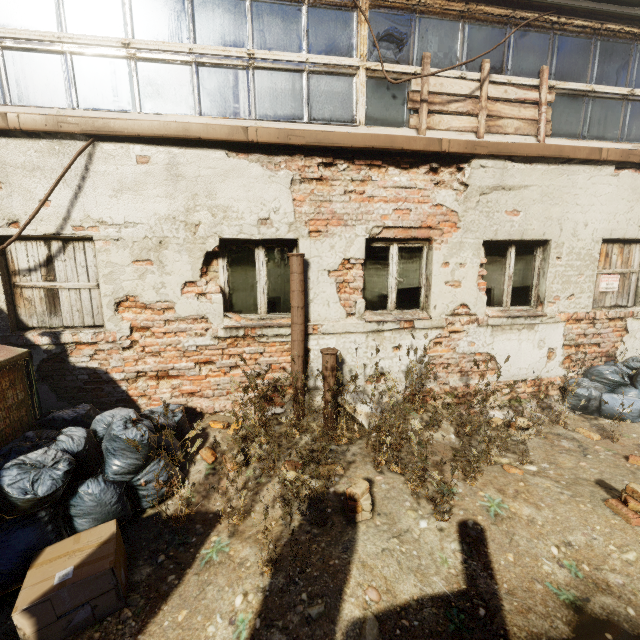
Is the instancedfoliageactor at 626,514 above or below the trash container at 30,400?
below

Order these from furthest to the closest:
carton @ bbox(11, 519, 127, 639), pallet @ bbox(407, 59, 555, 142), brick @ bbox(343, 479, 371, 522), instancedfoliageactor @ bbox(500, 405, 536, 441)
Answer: pallet @ bbox(407, 59, 555, 142)
instancedfoliageactor @ bbox(500, 405, 536, 441)
brick @ bbox(343, 479, 371, 522)
carton @ bbox(11, 519, 127, 639)

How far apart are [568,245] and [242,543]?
5.9m

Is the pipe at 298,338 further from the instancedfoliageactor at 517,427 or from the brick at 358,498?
the instancedfoliageactor at 517,427

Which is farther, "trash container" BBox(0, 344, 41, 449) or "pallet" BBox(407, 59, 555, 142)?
"pallet" BBox(407, 59, 555, 142)

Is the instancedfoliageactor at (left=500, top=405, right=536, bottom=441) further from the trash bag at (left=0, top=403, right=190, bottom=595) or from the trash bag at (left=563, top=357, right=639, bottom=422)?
the trash bag at (left=0, top=403, right=190, bottom=595)

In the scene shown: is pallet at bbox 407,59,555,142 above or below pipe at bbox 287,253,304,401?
above

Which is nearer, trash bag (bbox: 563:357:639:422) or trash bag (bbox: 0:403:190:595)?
trash bag (bbox: 0:403:190:595)
